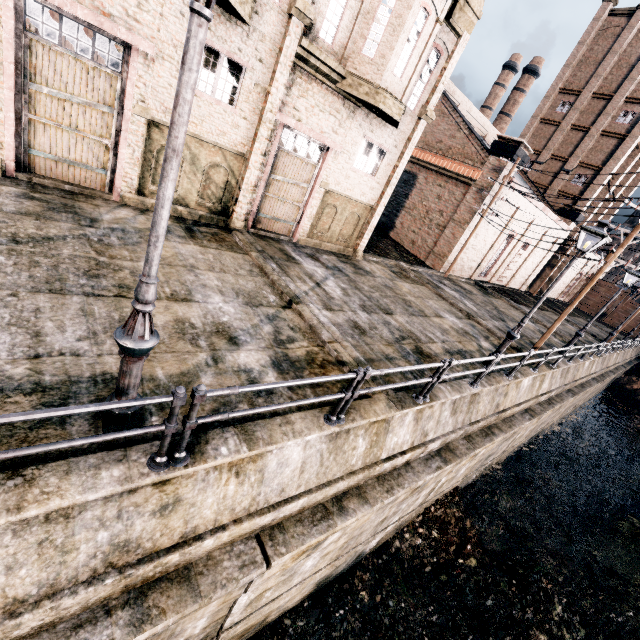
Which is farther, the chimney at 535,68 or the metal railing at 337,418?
the chimney at 535,68

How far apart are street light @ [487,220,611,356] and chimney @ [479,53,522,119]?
57.39m

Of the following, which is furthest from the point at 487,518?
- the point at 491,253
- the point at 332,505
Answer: the point at 491,253

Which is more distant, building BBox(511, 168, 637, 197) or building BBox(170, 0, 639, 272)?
building BBox(511, 168, 637, 197)

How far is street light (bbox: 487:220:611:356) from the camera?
9.75m

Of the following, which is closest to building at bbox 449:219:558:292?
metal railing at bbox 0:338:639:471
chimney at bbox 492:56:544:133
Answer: metal railing at bbox 0:338:639:471

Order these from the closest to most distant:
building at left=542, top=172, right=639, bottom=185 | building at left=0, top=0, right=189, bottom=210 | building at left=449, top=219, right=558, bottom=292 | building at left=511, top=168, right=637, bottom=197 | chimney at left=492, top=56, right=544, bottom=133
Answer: building at left=0, top=0, right=189, bottom=210 → building at left=449, top=219, right=558, bottom=292 → building at left=542, top=172, right=639, bottom=185 → building at left=511, top=168, right=637, bottom=197 → chimney at left=492, top=56, right=544, bottom=133

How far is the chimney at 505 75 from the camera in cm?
5191
